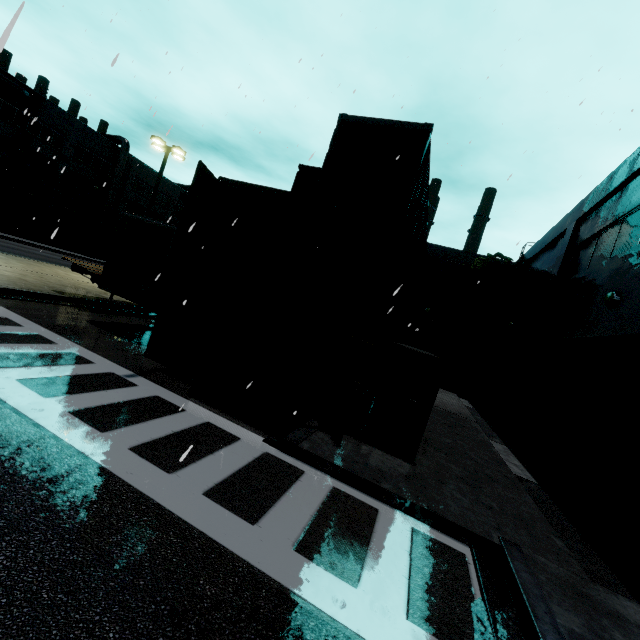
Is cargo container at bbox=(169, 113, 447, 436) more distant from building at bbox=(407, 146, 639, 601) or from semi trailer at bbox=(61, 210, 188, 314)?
building at bbox=(407, 146, 639, 601)

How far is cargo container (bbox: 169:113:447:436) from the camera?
7.6m

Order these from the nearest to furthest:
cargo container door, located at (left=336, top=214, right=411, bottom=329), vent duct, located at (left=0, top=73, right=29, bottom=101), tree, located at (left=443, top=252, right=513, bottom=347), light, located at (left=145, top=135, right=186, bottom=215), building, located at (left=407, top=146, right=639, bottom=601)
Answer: building, located at (left=407, top=146, right=639, bottom=601), cargo container door, located at (left=336, top=214, right=411, bottom=329), light, located at (left=145, top=135, right=186, bottom=215), tree, located at (left=443, top=252, right=513, bottom=347), vent duct, located at (left=0, top=73, right=29, bottom=101)

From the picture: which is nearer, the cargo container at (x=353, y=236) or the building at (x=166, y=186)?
the cargo container at (x=353, y=236)

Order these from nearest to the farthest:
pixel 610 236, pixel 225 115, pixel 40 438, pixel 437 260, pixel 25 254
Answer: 1. pixel 40 438
2. pixel 610 236
3. pixel 225 115
4. pixel 25 254
5. pixel 437 260

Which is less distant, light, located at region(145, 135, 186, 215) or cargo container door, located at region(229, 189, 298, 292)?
cargo container door, located at region(229, 189, 298, 292)

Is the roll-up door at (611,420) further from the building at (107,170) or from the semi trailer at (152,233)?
the semi trailer at (152,233)

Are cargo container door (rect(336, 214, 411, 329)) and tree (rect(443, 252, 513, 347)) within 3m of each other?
no
